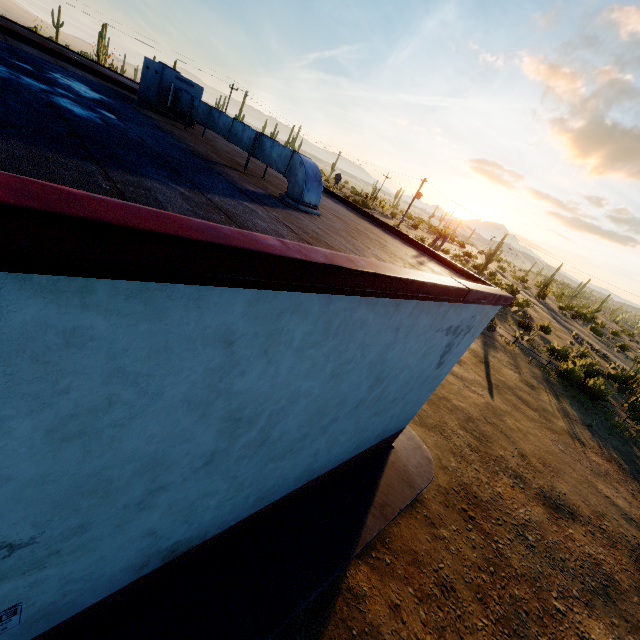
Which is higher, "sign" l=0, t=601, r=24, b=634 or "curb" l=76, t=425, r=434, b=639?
"sign" l=0, t=601, r=24, b=634

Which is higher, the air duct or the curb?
the air duct

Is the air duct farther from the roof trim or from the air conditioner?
the roof trim

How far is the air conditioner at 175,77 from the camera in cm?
758

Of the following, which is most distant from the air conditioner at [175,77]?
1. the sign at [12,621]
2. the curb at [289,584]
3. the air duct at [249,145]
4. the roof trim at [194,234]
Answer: the sign at [12,621]

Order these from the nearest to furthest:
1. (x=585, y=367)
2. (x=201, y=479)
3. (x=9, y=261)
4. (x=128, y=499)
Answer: (x=9, y=261)
(x=128, y=499)
(x=201, y=479)
(x=585, y=367)

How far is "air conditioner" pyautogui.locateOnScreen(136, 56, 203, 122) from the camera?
7.58m

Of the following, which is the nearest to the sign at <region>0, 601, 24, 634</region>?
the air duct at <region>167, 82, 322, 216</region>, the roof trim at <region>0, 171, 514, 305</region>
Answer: the roof trim at <region>0, 171, 514, 305</region>
